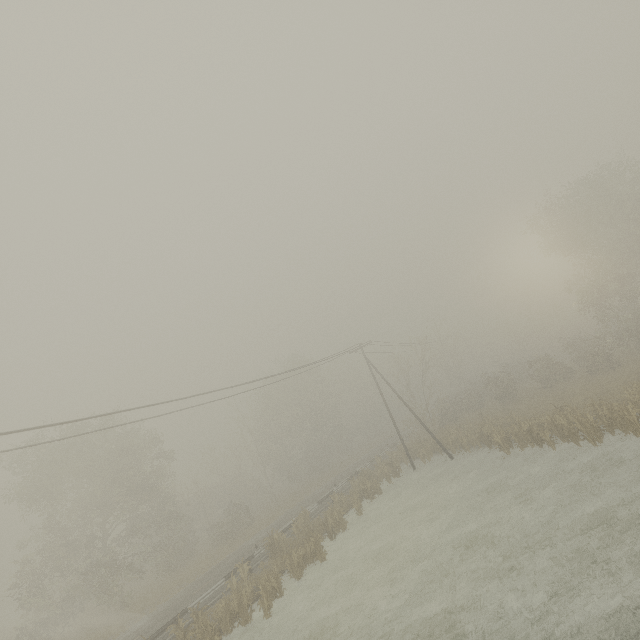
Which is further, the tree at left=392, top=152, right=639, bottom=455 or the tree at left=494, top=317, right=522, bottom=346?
the tree at left=494, top=317, right=522, bottom=346

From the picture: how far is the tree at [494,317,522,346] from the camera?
53.06m

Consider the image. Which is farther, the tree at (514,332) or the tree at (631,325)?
the tree at (514,332)

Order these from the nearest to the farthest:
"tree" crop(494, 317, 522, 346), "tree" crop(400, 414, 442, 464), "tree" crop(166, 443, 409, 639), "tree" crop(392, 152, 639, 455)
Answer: "tree" crop(166, 443, 409, 639)
"tree" crop(392, 152, 639, 455)
"tree" crop(400, 414, 442, 464)
"tree" crop(494, 317, 522, 346)

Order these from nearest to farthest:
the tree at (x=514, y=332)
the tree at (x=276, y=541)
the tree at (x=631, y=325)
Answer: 1. the tree at (x=276, y=541)
2. the tree at (x=631, y=325)
3. the tree at (x=514, y=332)

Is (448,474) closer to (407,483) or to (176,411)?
(407,483)

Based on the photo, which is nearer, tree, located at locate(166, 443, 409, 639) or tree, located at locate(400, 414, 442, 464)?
tree, located at locate(166, 443, 409, 639)
